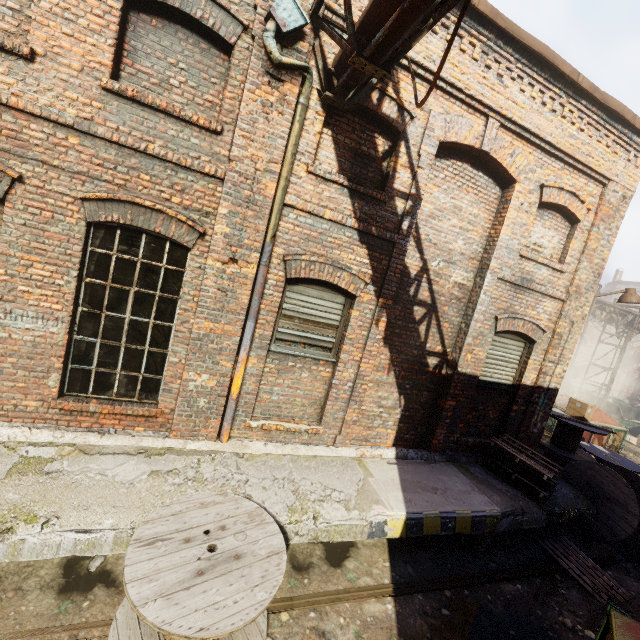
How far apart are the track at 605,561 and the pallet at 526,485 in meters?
1.2 m

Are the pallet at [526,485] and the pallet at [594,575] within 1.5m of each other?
yes

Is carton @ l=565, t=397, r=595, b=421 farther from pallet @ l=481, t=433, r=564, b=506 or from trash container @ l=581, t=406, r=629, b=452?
pallet @ l=481, t=433, r=564, b=506

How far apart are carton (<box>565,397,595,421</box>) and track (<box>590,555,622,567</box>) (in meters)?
3.63

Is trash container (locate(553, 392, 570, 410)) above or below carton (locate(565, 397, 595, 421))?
below

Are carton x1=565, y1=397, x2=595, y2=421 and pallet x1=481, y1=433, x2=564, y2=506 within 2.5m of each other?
no

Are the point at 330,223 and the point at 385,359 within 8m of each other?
yes

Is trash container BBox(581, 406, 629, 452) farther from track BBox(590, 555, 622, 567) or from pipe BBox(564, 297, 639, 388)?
track BBox(590, 555, 622, 567)
